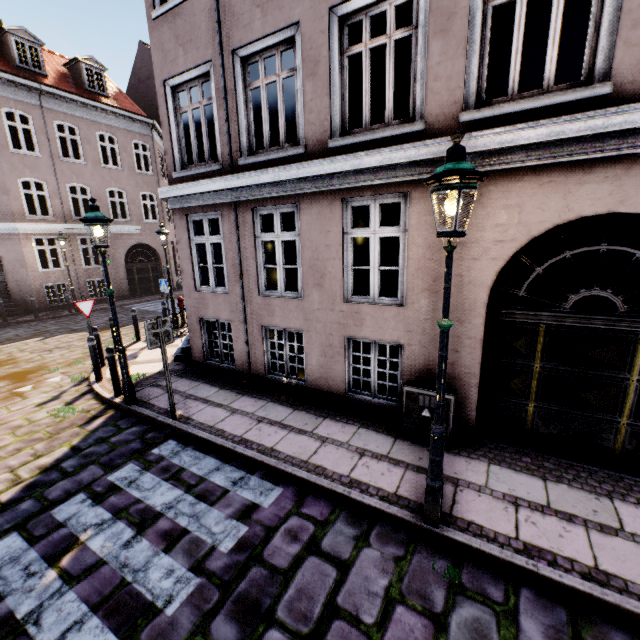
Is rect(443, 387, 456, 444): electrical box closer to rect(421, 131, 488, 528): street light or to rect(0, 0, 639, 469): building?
rect(0, 0, 639, 469): building

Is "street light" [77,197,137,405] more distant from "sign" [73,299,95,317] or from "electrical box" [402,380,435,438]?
"electrical box" [402,380,435,438]

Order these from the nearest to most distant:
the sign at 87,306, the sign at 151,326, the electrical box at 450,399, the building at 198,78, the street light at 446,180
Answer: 1. the street light at 446,180
2. the building at 198,78
3. the electrical box at 450,399
4. the sign at 151,326
5. the sign at 87,306

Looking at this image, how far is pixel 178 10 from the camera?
6.2 meters

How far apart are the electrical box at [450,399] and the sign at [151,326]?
4.12m

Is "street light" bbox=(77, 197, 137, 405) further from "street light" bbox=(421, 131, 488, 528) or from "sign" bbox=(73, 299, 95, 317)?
"street light" bbox=(421, 131, 488, 528)

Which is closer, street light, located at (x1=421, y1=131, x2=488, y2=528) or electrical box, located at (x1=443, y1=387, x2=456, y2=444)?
street light, located at (x1=421, y1=131, x2=488, y2=528)

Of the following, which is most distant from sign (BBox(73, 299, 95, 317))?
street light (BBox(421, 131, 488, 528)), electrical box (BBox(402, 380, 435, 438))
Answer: street light (BBox(421, 131, 488, 528))
